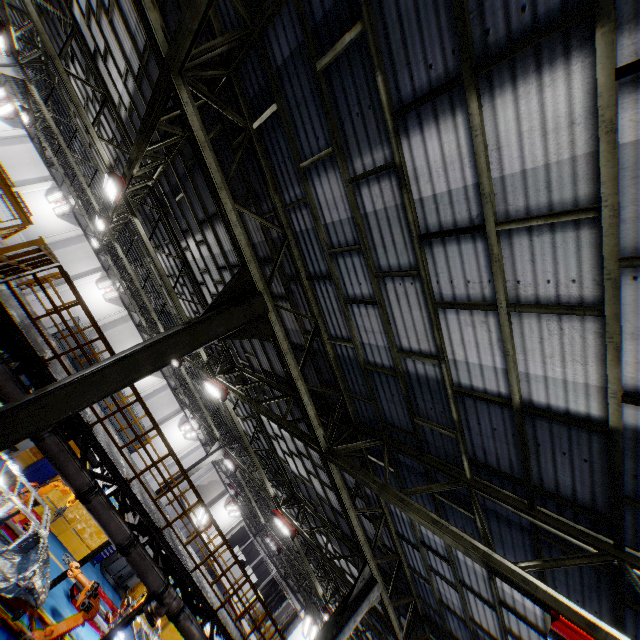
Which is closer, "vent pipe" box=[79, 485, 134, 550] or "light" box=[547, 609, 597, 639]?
"light" box=[547, 609, 597, 639]

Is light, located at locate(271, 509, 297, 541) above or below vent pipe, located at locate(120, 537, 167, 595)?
above

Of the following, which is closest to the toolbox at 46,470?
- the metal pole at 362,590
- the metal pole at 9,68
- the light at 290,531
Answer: the light at 290,531

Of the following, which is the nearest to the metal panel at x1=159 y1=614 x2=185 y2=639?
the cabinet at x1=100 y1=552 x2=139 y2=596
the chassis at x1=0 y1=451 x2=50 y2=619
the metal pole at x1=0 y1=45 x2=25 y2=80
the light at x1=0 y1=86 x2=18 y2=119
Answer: the cabinet at x1=100 y1=552 x2=139 y2=596

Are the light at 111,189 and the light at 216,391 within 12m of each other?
yes

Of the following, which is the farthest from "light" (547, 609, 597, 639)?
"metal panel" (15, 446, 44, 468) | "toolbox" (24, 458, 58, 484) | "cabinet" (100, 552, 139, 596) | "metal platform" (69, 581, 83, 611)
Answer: "cabinet" (100, 552, 139, 596)

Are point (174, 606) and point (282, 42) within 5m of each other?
no

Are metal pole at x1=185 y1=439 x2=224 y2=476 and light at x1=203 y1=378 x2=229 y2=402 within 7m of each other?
no
